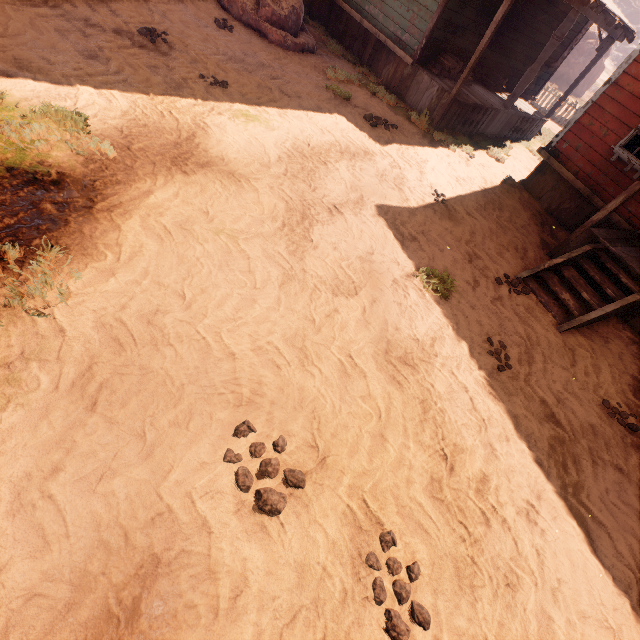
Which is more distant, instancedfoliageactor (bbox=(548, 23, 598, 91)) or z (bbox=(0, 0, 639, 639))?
instancedfoliageactor (bbox=(548, 23, 598, 91))

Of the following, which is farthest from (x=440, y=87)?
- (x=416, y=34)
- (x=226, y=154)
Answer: (x=226, y=154)

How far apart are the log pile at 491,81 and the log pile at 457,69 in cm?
117

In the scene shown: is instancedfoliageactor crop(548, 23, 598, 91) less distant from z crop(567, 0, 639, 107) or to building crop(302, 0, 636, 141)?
building crop(302, 0, 636, 141)

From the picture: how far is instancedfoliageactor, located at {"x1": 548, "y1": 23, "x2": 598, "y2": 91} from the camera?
26.56m

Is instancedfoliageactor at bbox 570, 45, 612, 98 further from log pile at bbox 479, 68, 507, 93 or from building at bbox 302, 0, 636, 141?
log pile at bbox 479, 68, 507, 93

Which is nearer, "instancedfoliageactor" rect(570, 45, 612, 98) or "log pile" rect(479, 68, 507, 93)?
"log pile" rect(479, 68, 507, 93)

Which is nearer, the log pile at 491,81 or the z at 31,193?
the z at 31,193
